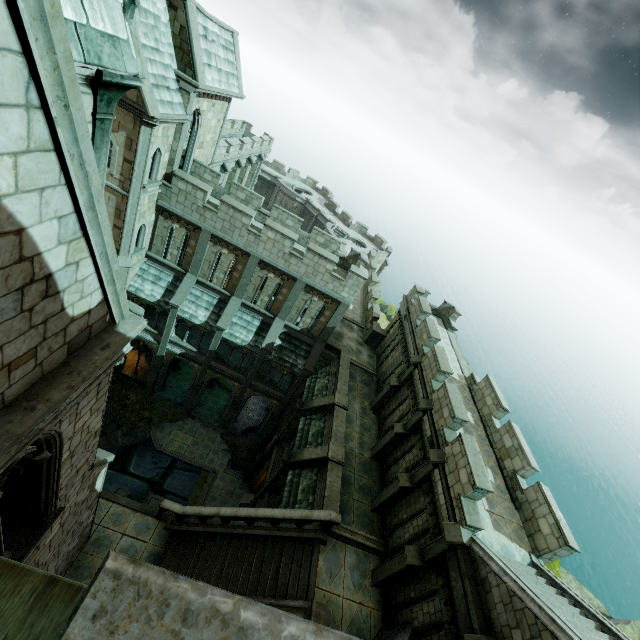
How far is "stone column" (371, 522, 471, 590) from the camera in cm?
1040

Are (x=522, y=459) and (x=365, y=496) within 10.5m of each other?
yes

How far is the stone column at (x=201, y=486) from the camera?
21.38m

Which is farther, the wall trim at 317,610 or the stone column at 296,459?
the stone column at 296,459

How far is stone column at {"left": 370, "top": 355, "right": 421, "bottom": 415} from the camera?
18.33m

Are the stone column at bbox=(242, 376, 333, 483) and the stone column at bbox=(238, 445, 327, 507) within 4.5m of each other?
yes

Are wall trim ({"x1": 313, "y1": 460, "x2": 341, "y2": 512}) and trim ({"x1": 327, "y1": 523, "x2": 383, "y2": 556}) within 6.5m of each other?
yes

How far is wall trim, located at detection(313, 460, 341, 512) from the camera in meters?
13.6
